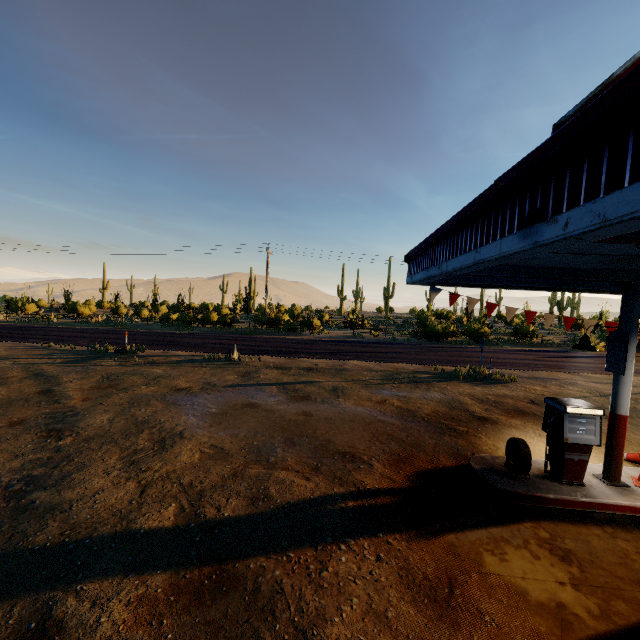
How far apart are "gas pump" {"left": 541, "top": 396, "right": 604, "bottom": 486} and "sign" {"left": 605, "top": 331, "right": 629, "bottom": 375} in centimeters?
78cm

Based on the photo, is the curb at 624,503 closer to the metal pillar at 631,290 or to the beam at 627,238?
the metal pillar at 631,290

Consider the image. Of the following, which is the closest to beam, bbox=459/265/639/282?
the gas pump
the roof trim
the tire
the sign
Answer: the roof trim

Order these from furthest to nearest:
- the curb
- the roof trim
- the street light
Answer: the street light
the curb
the roof trim

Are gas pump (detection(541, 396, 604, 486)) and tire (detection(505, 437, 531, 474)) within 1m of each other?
yes

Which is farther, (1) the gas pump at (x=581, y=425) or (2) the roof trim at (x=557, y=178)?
(1) the gas pump at (x=581, y=425)

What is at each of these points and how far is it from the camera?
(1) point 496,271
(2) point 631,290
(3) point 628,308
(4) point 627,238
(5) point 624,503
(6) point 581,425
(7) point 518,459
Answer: (1) beam, 6.1 meters
(2) metal pillar, 6.0 meters
(3) metal pillar, 6.0 meters
(4) beam, 2.7 meters
(5) curb, 5.6 meters
(6) gas pump, 6.0 meters
(7) tire, 6.1 meters

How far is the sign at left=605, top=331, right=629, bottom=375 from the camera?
5.96m
